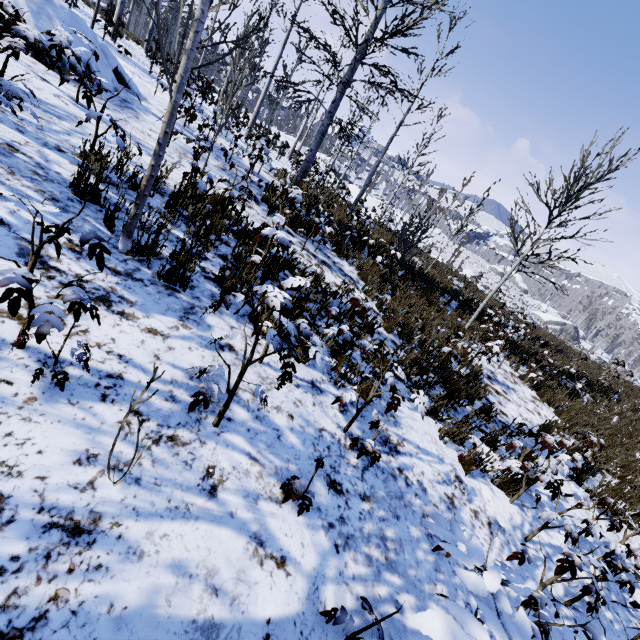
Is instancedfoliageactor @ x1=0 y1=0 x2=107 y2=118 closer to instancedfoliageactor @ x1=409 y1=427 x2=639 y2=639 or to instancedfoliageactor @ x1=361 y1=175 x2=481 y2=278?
instancedfoliageactor @ x1=361 y1=175 x2=481 y2=278

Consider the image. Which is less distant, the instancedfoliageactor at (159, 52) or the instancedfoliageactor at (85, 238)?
the instancedfoliageactor at (85, 238)

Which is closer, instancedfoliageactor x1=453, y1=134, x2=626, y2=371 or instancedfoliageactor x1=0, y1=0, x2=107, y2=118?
instancedfoliageactor x1=0, y1=0, x2=107, y2=118

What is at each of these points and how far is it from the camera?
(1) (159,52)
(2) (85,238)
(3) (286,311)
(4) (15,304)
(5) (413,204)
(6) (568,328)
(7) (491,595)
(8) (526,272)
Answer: (1) instancedfoliageactor, 12.2 meters
(2) instancedfoliageactor, 1.5 meters
(3) instancedfoliageactor, 2.6 meters
(4) instancedfoliageactor, 1.5 meters
(5) instancedfoliageactor, 29.6 meters
(6) rock, 55.3 meters
(7) instancedfoliageactor, 0.9 meters
(8) instancedfoliageactor, 8.5 meters

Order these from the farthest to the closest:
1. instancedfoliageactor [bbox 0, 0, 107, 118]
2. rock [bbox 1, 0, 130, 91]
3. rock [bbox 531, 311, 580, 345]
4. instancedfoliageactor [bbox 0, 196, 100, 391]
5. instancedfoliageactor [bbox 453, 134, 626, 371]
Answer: rock [bbox 531, 311, 580, 345] → instancedfoliageactor [bbox 453, 134, 626, 371] → rock [bbox 1, 0, 130, 91] → instancedfoliageactor [bbox 0, 0, 107, 118] → instancedfoliageactor [bbox 0, 196, 100, 391]

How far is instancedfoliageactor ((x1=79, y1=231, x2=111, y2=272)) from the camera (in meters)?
1.51

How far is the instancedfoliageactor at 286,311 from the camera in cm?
196
